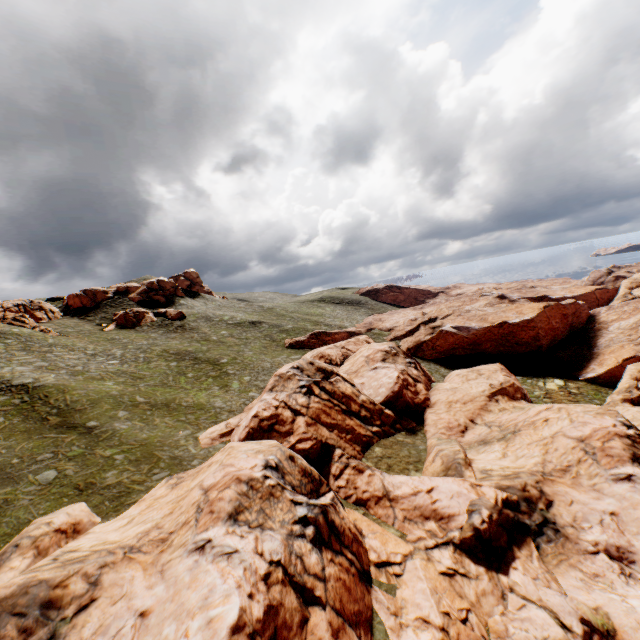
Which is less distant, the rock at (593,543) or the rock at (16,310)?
the rock at (593,543)

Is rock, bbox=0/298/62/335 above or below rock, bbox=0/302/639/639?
above

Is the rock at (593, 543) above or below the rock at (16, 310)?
below

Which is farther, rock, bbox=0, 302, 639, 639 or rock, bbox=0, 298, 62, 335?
rock, bbox=0, 298, 62, 335

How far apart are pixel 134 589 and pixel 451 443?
25.3m
